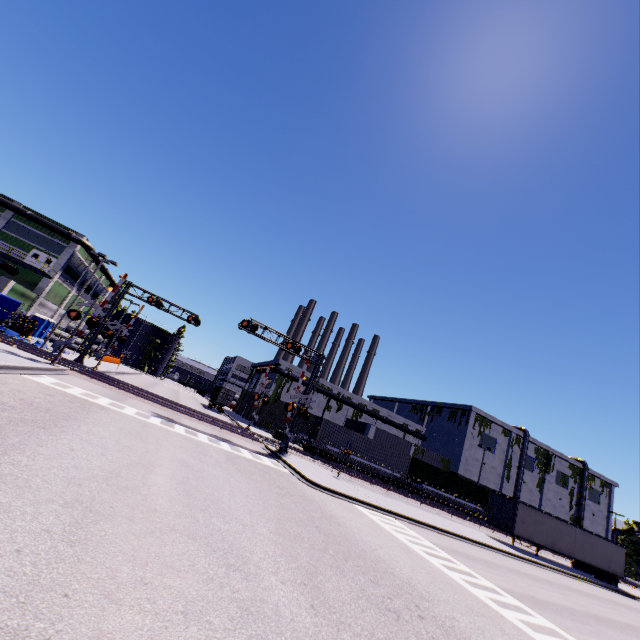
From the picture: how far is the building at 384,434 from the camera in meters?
49.7 m

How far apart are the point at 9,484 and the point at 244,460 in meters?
12.5 m

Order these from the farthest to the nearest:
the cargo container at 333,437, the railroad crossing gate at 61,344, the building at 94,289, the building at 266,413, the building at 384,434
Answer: the building at 94,289, the building at 384,434, the building at 266,413, the cargo container at 333,437, the railroad crossing gate at 61,344

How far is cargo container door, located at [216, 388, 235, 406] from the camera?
46.78m

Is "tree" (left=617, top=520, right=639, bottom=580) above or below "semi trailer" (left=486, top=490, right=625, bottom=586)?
above

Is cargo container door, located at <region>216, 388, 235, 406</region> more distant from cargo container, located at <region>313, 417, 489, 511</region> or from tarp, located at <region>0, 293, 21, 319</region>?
tarp, located at <region>0, 293, 21, 319</region>

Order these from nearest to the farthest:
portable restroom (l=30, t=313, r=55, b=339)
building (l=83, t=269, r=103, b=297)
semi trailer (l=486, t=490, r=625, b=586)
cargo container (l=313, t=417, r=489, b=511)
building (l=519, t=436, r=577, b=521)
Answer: semi trailer (l=486, t=490, r=625, b=586)
cargo container (l=313, t=417, r=489, b=511)
portable restroom (l=30, t=313, r=55, b=339)
building (l=519, t=436, r=577, b=521)
building (l=83, t=269, r=103, b=297)

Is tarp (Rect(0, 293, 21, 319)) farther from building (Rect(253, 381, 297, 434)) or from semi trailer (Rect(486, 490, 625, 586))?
semi trailer (Rect(486, 490, 625, 586))
